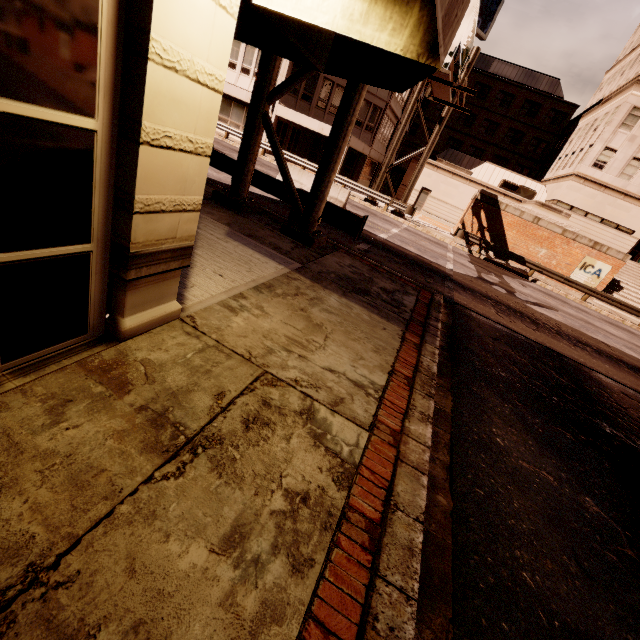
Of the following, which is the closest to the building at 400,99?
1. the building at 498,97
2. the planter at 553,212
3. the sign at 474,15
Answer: the building at 498,97

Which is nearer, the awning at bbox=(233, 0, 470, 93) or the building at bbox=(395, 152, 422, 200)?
the awning at bbox=(233, 0, 470, 93)

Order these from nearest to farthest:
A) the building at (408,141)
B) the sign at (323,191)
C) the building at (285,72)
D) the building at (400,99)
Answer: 1. the sign at (323,191)
2. the building at (285,72)
3. the building at (400,99)
4. the building at (408,141)

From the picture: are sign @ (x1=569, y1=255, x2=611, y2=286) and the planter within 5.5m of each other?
yes

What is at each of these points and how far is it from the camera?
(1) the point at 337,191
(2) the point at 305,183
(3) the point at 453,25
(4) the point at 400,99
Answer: (1) barrier, 16.36m
(2) barrier, 16.78m
(3) awning, 1.86m
(4) building, 32.28m

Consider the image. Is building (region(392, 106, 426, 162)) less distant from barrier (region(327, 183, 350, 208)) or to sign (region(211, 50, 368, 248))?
sign (region(211, 50, 368, 248))

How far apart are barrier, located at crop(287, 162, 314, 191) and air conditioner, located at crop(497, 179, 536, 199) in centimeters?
2378cm

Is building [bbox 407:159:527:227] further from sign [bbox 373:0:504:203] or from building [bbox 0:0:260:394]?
building [bbox 0:0:260:394]
